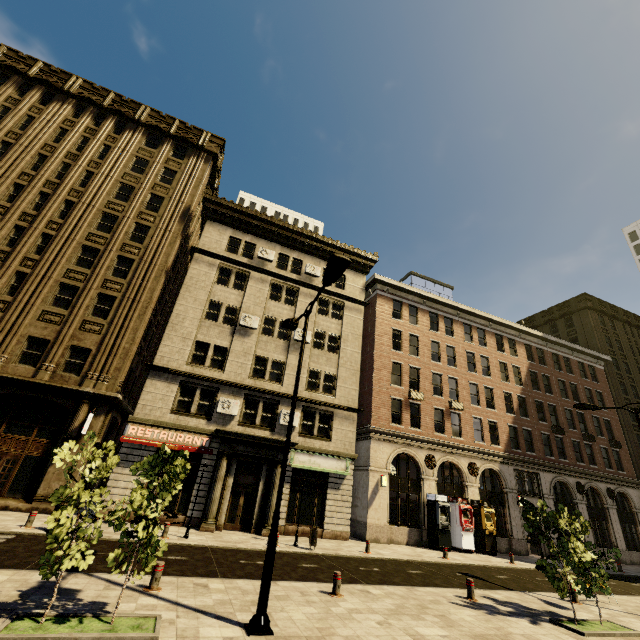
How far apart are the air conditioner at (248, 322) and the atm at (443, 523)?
18.3 meters

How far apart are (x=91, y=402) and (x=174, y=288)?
12.5m

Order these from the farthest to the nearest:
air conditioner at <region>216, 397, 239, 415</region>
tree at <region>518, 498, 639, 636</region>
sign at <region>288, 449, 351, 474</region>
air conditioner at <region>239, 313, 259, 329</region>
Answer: air conditioner at <region>239, 313, 259, 329</region>
sign at <region>288, 449, 351, 474</region>
air conditioner at <region>216, 397, 239, 415</region>
tree at <region>518, 498, 639, 636</region>

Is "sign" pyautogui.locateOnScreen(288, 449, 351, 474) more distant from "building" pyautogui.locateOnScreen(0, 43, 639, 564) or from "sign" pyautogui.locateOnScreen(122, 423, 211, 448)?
"sign" pyautogui.locateOnScreen(122, 423, 211, 448)

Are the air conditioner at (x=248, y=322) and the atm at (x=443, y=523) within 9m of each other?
no

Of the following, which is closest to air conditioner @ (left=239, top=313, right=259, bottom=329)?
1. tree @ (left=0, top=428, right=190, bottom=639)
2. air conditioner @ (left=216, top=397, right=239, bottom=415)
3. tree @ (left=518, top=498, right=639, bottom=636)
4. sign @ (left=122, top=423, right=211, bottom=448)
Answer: air conditioner @ (left=216, top=397, right=239, bottom=415)

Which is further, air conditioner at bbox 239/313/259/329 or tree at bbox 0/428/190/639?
air conditioner at bbox 239/313/259/329

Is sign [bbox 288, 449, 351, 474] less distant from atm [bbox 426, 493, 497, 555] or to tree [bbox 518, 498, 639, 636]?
atm [bbox 426, 493, 497, 555]
